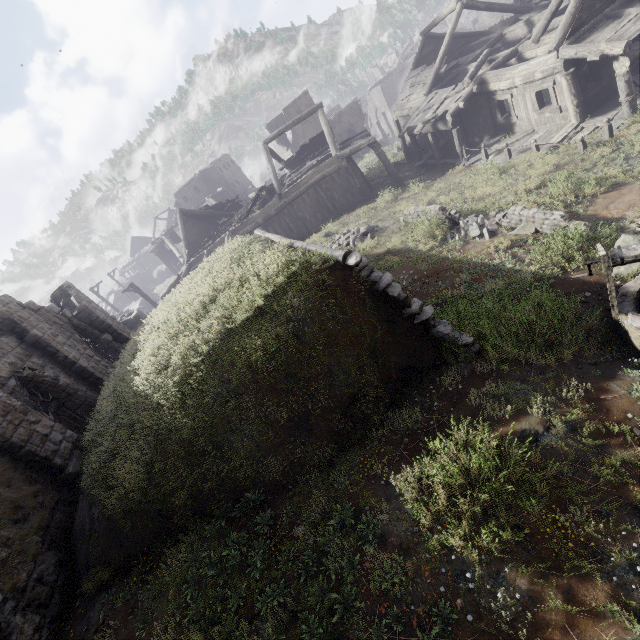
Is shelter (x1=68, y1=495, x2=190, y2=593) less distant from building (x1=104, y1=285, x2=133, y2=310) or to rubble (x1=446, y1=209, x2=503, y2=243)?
building (x1=104, y1=285, x2=133, y2=310)

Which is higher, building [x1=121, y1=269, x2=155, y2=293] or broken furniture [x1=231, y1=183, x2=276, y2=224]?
broken furniture [x1=231, y1=183, x2=276, y2=224]

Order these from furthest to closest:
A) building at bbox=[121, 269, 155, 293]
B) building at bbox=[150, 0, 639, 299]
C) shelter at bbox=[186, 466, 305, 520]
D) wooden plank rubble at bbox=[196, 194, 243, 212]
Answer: building at bbox=[121, 269, 155, 293] → wooden plank rubble at bbox=[196, 194, 243, 212] → building at bbox=[150, 0, 639, 299] → shelter at bbox=[186, 466, 305, 520]

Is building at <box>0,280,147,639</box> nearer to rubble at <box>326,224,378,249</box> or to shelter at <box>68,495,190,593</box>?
shelter at <box>68,495,190,593</box>

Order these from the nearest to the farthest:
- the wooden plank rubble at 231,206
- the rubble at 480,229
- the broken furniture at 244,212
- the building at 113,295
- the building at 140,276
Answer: the rubble at 480,229 < the broken furniture at 244,212 < the wooden plank rubble at 231,206 < the building at 113,295 < the building at 140,276

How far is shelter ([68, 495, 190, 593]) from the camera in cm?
562

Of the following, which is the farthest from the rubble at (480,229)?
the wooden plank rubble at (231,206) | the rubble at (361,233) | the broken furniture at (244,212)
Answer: the wooden plank rubble at (231,206)

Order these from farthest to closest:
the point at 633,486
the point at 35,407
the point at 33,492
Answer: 1. the point at 35,407
2. the point at 33,492
3. the point at 633,486
